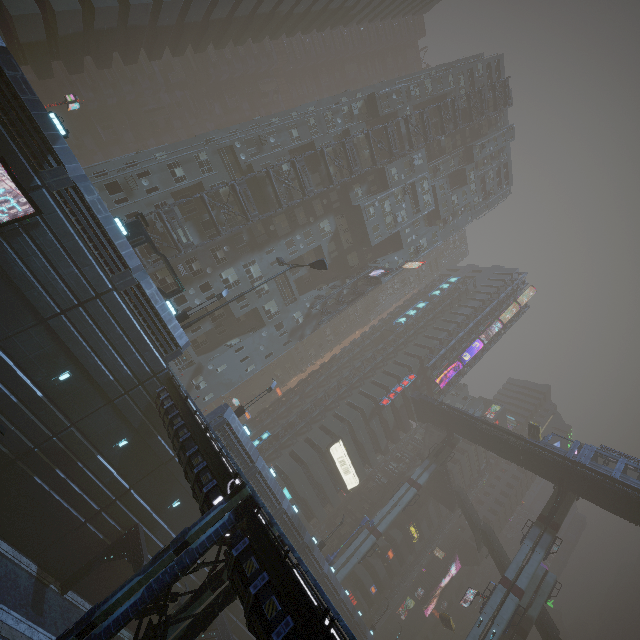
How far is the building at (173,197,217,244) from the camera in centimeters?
3266cm

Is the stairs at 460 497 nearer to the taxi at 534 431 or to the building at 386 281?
the building at 386 281

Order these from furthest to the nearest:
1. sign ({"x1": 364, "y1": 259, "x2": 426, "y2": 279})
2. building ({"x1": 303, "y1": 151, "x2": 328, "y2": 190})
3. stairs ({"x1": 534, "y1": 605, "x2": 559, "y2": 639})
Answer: sign ({"x1": 364, "y1": 259, "x2": 426, "y2": 279}), building ({"x1": 303, "y1": 151, "x2": 328, "y2": 190}), stairs ({"x1": 534, "y1": 605, "x2": 559, "y2": 639})

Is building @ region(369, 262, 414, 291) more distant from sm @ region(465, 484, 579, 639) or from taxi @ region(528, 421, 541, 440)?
taxi @ region(528, 421, 541, 440)

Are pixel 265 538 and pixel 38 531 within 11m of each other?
no

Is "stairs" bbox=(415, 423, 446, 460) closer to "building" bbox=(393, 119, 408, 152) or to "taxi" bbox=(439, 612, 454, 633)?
"building" bbox=(393, 119, 408, 152)

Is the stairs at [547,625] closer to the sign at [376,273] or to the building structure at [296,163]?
the sign at [376,273]
